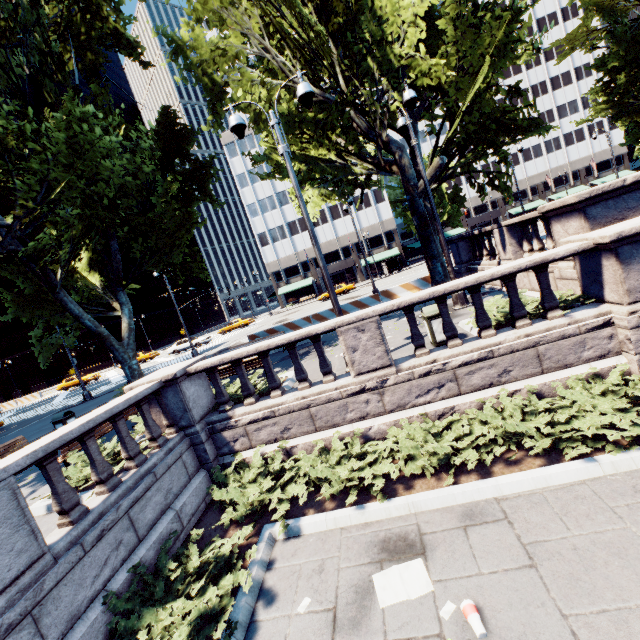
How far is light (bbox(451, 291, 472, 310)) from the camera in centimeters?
1138cm

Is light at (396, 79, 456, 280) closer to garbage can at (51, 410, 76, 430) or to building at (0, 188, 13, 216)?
garbage can at (51, 410, 76, 430)

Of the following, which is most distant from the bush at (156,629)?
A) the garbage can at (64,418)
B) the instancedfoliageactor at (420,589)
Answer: the garbage can at (64,418)

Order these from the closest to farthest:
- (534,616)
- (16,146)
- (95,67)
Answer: (534,616), (16,146), (95,67)

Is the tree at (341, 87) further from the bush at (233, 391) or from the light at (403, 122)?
the bush at (233, 391)

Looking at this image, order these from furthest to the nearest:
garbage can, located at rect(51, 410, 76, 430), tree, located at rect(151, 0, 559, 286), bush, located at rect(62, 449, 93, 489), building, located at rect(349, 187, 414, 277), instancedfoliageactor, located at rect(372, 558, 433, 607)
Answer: building, located at rect(349, 187, 414, 277) < garbage can, located at rect(51, 410, 76, 430) < tree, located at rect(151, 0, 559, 286) < bush, located at rect(62, 449, 93, 489) < instancedfoliageactor, located at rect(372, 558, 433, 607)

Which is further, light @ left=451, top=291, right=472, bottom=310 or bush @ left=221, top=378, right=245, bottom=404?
light @ left=451, top=291, right=472, bottom=310

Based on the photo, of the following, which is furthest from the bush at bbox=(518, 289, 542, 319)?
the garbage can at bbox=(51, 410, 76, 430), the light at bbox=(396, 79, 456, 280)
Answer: the garbage can at bbox=(51, 410, 76, 430)
